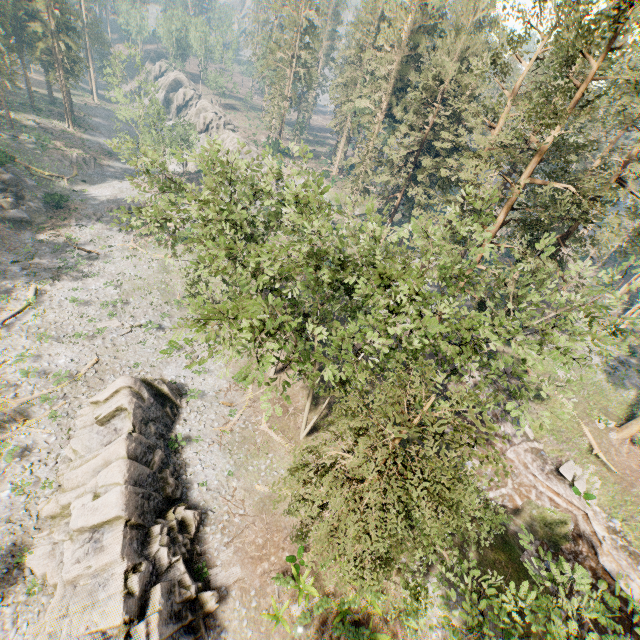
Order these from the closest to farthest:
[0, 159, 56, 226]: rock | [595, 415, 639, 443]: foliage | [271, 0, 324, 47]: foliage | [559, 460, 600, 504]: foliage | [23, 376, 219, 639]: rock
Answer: [23, 376, 219, 639]: rock < [559, 460, 600, 504]: foliage < [595, 415, 639, 443]: foliage < [0, 159, 56, 226]: rock < [271, 0, 324, 47]: foliage

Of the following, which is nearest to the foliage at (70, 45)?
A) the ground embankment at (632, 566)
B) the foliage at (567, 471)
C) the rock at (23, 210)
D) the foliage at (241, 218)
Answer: the ground embankment at (632, 566)

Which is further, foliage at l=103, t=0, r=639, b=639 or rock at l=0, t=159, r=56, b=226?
rock at l=0, t=159, r=56, b=226

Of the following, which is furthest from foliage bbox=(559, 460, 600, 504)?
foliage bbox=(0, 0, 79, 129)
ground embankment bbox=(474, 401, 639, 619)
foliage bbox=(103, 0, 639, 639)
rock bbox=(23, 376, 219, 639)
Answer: rock bbox=(23, 376, 219, 639)

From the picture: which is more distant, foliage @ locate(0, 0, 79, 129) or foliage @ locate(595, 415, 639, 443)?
foliage @ locate(0, 0, 79, 129)

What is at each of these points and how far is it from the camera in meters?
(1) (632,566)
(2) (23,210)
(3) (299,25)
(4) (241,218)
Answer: (1) ground embankment, 20.3 m
(2) rock, 41.9 m
(3) foliage, 59.4 m
(4) foliage, 23.8 m

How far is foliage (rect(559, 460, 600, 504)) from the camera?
23.23m

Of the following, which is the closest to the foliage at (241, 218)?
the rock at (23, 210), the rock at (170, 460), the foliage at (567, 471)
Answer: the rock at (170, 460)
